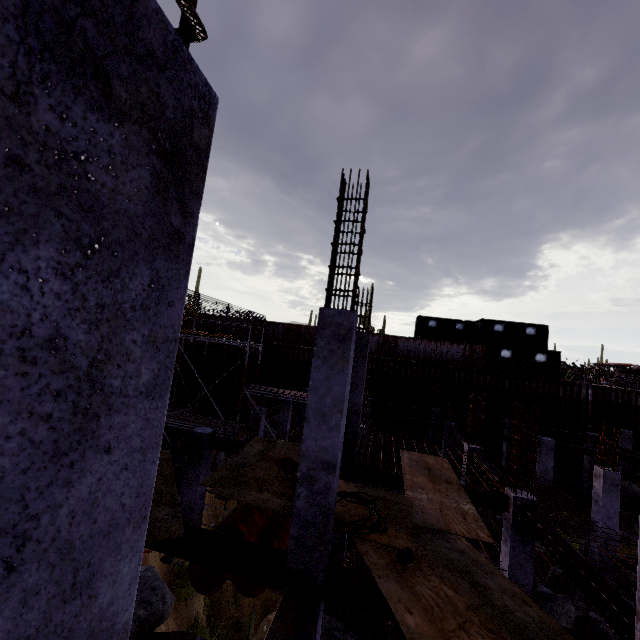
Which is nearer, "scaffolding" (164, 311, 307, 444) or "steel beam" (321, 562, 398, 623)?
"steel beam" (321, 562, 398, 623)

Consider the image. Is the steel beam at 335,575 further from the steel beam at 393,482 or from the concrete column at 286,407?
the concrete column at 286,407

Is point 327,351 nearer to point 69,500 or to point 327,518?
point 327,518

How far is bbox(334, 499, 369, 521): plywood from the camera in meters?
6.6

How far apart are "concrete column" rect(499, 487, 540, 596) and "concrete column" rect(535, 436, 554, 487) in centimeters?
1035cm

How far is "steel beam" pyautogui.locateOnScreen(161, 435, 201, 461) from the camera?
9.5m

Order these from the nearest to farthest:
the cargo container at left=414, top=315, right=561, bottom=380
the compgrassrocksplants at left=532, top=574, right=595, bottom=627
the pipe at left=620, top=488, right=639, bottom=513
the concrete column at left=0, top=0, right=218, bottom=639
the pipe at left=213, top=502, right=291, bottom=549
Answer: the concrete column at left=0, top=0, right=218, bottom=639 → the compgrassrocksplants at left=532, top=574, right=595, bottom=627 → the pipe at left=213, top=502, right=291, bottom=549 → the pipe at left=620, top=488, right=639, bottom=513 → the cargo container at left=414, top=315, right=561, bottom=380

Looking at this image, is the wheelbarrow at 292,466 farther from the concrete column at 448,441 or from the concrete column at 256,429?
the concrete column at 448,441
